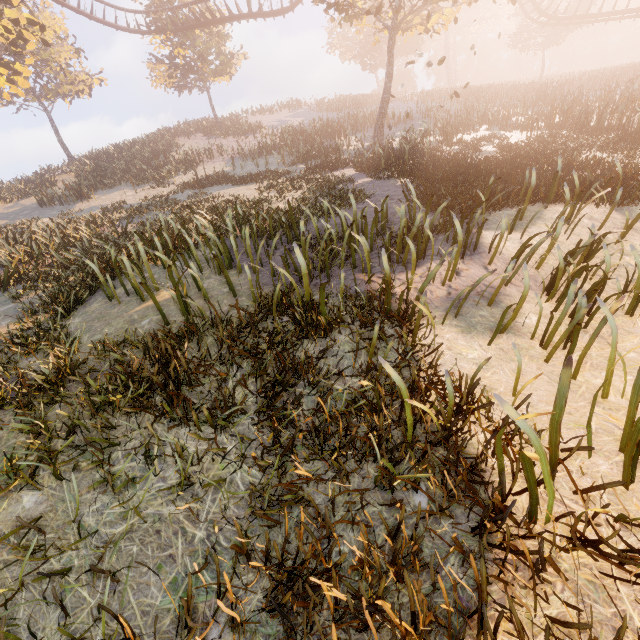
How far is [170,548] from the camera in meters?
2.7
